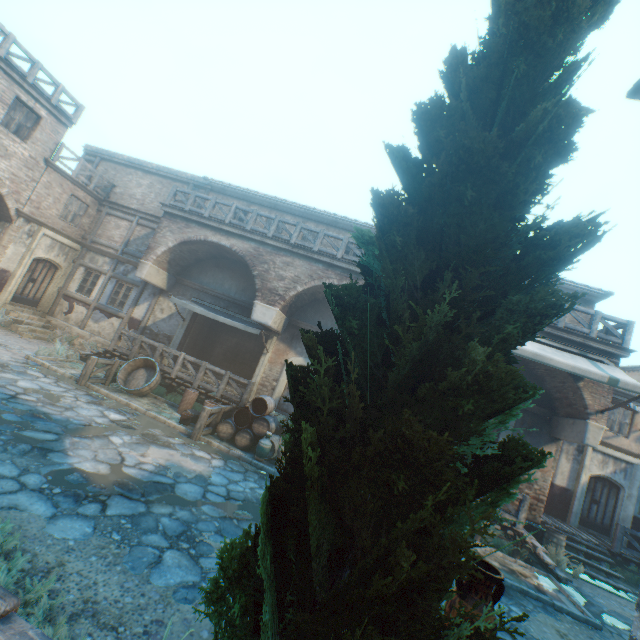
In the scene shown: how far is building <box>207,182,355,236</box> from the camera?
14.87m

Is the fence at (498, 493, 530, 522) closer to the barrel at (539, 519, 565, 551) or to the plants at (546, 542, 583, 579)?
the plants at (546, 542, 583, 579)

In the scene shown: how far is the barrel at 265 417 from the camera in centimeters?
1019cm

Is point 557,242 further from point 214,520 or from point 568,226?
point 214,520

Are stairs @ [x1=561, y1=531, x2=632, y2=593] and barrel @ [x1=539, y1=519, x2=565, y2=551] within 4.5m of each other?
yes

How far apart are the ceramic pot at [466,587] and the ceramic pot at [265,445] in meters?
7.5 m

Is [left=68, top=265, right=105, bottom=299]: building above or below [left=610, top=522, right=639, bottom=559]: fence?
above

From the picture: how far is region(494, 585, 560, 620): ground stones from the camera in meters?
6.7 m
